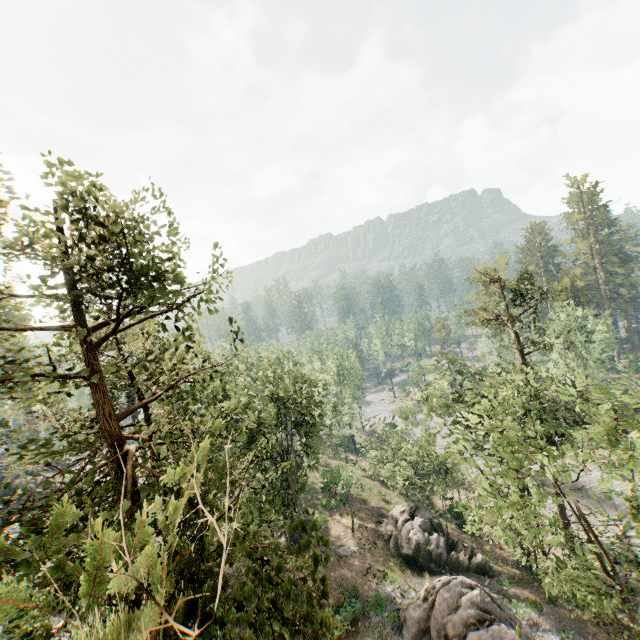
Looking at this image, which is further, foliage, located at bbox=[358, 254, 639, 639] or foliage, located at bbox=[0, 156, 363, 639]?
foliage, located at bbox=[358, 254, 639, 639]

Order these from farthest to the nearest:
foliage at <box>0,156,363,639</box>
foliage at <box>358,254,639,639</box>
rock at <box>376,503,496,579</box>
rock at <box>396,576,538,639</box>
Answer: rock at <box>376,503,496,579</box> → rock at <box>396,576,538,639</box> → foliage at <box>358,254,639,639</box> → foliage at <box>0,156,363,639</box>

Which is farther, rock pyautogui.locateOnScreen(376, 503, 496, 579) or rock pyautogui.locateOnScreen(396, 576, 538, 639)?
rock pyautogui.locateOnScreen(376, 503, 496, 579)

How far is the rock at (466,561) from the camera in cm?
2709

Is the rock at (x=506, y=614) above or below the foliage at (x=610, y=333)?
below

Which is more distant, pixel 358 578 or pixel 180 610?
pixel 358 578

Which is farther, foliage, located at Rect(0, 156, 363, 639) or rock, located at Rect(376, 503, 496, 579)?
rock, located at Rect(376, 503, 496, 579)
